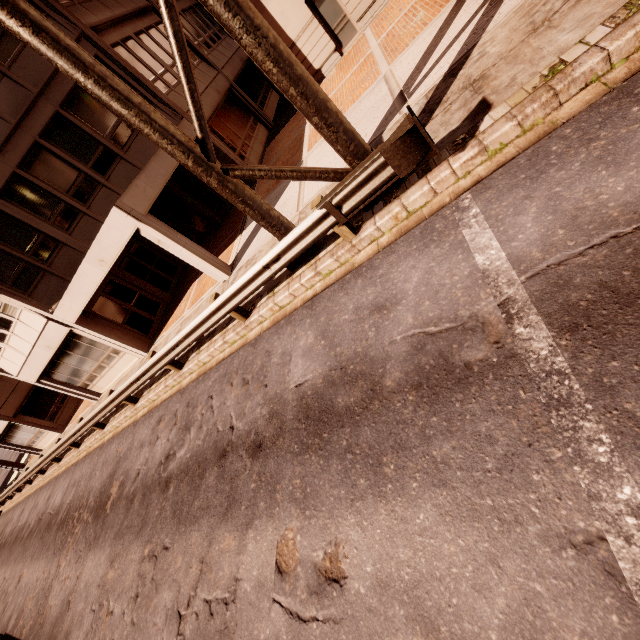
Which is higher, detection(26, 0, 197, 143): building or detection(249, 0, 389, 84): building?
detection(26, 0, 197, 143): building

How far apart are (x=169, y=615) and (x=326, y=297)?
5.8m

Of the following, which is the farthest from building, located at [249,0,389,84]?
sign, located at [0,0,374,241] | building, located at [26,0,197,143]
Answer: sign, located at [0,0,374,241]

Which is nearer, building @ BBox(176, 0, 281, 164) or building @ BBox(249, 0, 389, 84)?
building @ BBox(249, 0, 389, 84)

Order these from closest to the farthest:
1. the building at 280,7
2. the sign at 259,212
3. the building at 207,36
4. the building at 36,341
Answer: the sign at 259,212 < the building at 36,341 < the building at 280,7 < the building at 207,36

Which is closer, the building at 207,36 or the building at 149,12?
the building at 149,12

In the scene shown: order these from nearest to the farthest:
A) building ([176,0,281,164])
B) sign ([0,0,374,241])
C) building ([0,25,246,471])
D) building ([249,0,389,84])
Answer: sign ([0,0,374,241])
building ([0,25,246,471])
building ([249,0,389,84])
building ([176,0,281,164])
